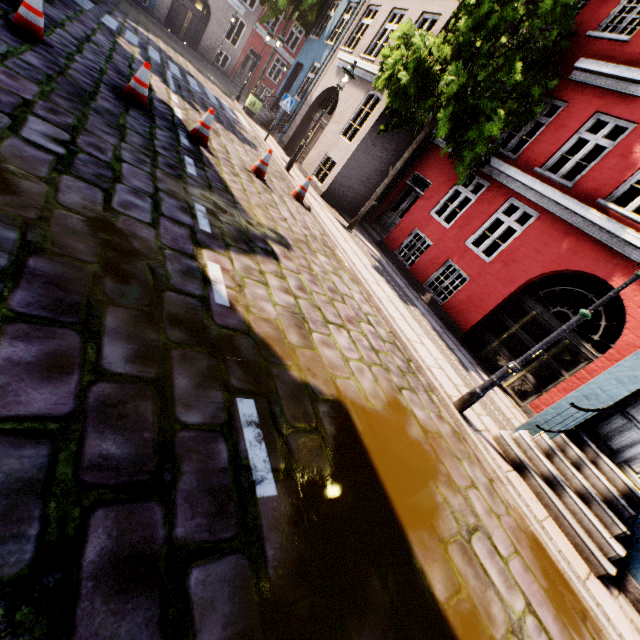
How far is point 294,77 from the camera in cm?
1744

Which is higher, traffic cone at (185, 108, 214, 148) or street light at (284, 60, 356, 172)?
street light at (284, 60, 356, 172)

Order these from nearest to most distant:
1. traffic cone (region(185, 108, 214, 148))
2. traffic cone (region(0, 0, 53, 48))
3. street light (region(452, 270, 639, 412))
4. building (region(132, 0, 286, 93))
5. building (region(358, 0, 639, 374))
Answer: street light (region(452, 270, 639, 412)) < traffic cone (region(0, 0, 53, 48)) < traffic cone (region(185, 108, 214, 148)) < building (region(358, 0, 639, 374)) < building (region(132, 0, 286, 93))

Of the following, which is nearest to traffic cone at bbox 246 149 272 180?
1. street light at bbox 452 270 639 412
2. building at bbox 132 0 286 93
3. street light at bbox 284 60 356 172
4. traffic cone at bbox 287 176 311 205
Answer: traffic cone at bbox 287 176 311 205

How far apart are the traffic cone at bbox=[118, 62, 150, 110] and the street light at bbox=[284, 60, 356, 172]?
5.4 meters

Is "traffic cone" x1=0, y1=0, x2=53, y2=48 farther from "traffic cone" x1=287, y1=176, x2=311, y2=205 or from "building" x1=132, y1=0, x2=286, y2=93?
"building" x1=132, y1=0, x2=286, y2=93

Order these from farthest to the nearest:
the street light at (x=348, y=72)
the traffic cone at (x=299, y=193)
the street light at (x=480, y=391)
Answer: the street light at (x=348, y=72)
the traffic cone at (x=299, y=193)
the street light at (x=480, y=391)

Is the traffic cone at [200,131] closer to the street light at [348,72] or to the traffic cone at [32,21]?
the traffic cone at [32,21]
